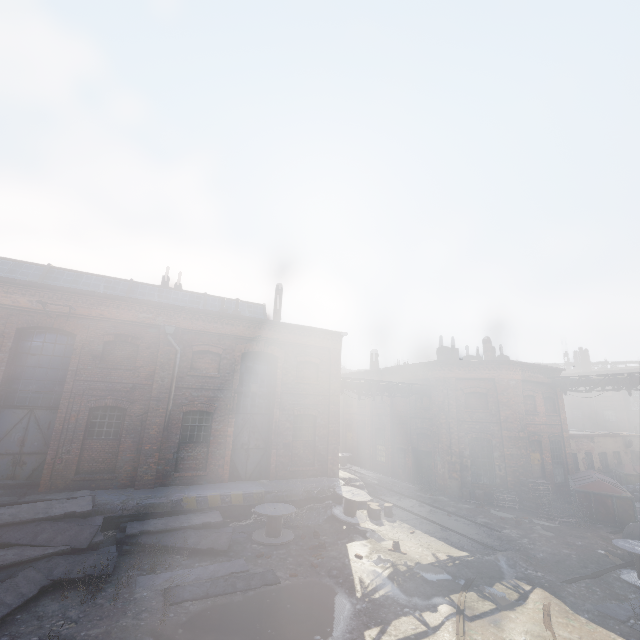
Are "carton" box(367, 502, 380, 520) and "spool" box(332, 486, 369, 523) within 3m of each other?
yes

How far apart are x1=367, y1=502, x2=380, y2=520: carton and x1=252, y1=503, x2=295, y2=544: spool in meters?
3.8 m

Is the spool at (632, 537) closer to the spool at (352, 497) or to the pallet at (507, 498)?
the pallet at (507, 498)

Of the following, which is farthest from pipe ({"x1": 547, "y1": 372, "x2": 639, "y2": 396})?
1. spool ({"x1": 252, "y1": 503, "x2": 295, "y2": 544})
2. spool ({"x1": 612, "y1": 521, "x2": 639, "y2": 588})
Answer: spool ({"x1": 252, "y1": 503, "x2": 295, "y2": 544})

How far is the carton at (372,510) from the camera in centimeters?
1396cm

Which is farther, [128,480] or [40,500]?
[128,480]

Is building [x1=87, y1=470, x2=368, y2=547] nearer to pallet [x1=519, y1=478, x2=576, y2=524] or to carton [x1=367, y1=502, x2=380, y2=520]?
carton [x1=367, y1=502, x2=380, y2=520]

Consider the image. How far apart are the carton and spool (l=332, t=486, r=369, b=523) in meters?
0.2
